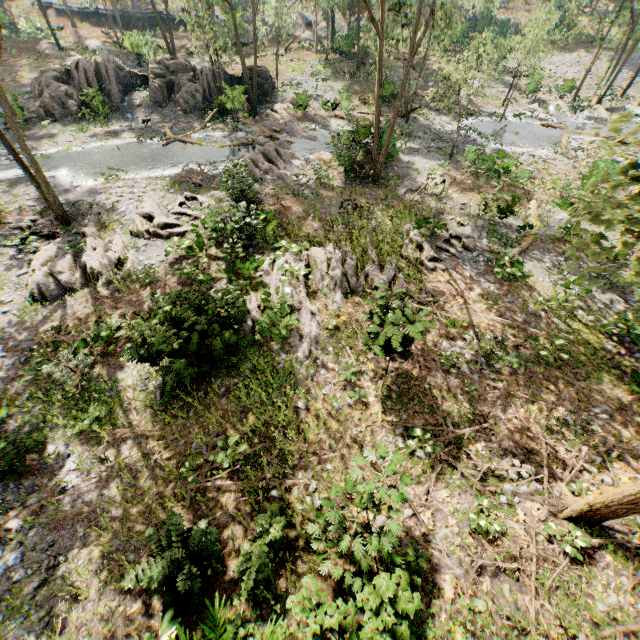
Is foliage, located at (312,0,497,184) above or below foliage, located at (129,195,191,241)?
above

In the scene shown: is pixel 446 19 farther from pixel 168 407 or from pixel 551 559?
pixel 551 559

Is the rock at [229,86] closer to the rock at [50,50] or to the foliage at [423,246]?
the foliage at [423,246]

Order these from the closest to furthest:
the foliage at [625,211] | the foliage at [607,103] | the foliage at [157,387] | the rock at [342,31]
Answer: the foliage at [625,211] < the foliage at [607,103] < the foliage at [157,387] < the rock at [342,31]

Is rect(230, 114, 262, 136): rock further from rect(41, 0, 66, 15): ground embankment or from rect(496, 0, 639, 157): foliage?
Answer: rect(41, 0, 66, 15): ground embankment

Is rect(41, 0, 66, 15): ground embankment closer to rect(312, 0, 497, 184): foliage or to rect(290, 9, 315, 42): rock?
rect(312, 0, 497, 184): foliage

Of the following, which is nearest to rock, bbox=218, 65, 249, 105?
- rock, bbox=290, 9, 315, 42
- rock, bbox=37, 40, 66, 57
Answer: rock, bbox=37, 40, 66, 57

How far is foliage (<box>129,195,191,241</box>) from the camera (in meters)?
15.27
